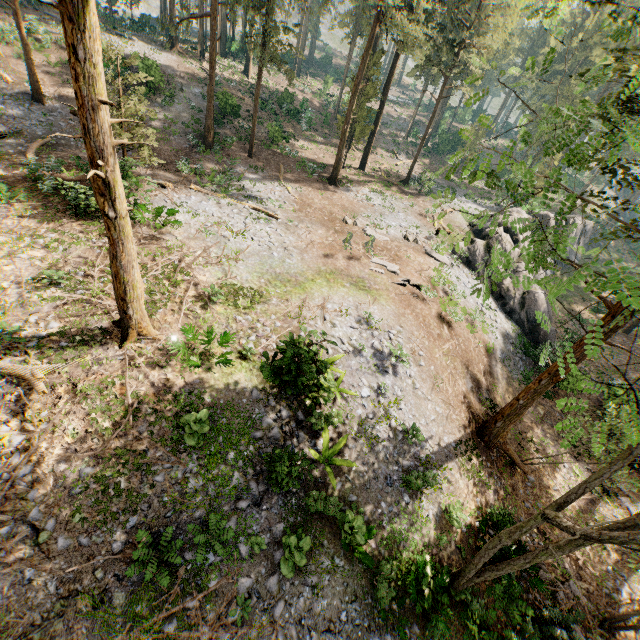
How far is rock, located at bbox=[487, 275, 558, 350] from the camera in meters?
25.0

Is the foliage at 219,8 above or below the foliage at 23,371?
above

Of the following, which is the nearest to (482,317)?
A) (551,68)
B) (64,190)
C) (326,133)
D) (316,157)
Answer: (316,157)

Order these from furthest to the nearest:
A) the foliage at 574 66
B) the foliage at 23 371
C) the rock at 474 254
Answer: the rock at 474 254 < the foliage at 23 371 < the foliage at 574 66

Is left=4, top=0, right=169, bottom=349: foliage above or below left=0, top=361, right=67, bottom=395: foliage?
above

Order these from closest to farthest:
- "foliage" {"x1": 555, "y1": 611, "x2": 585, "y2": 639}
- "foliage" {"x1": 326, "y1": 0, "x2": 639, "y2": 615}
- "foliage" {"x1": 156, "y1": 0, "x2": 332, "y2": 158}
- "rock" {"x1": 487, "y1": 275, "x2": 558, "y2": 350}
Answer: "foliage" {"x1": 326, "y1": 0, "x2": 639, "y2": 615}
"foliage" {"x1": 555, "y1": 611, "x2": 585, "y2": 639}
"foliage" {"x1": 156, "y1": 0, "x2": 332, "y2": 158}
"rock" {"x1": 487, "y1": 275, "x2": 558, "y2": 350}

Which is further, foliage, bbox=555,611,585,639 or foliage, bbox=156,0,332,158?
foliage, bbox=156,0,332,158
